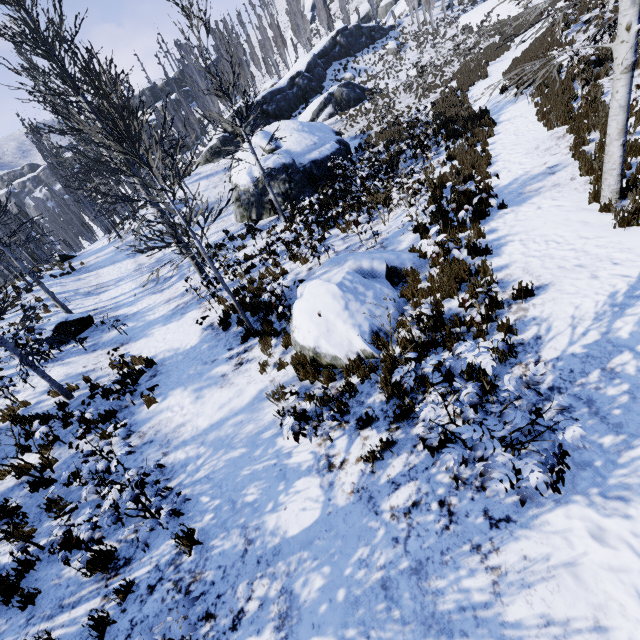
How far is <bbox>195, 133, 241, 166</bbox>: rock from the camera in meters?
31.6 m

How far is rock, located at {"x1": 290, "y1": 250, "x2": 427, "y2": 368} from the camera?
6.2m

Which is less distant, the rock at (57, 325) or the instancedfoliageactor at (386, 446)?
the instancedfoliageactor at (386, 446)

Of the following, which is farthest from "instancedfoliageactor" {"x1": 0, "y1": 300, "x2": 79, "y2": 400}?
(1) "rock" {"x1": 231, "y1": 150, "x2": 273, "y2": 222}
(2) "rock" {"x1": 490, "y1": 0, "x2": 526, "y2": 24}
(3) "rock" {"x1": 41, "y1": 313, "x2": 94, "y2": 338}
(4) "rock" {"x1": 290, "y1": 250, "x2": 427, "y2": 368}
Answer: (4) "rock" {"x1": 290, "y1": 250, "x2": 427, "y2": 368}

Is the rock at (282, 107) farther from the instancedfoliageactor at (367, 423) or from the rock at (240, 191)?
the rock at (240, 191)

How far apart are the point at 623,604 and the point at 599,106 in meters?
12.7 m

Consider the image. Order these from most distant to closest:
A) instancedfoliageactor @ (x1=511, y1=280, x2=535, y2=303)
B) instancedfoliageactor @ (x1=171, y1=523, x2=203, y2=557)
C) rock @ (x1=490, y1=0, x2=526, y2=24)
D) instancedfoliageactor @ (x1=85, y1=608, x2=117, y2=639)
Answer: rock @ (x1=490, y1=0, x2=526, y2=24), instancedfoliageactor @ (x1=511, y1=280, x2=535, y2=303), instancedfoliageactor @ (x1=171, y1=523, x2=203, y2=557), instancedfoliageactor @ (x1=85, y1=608, x2=117, y2=639)

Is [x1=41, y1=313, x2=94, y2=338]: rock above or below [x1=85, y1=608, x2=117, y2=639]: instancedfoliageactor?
above
